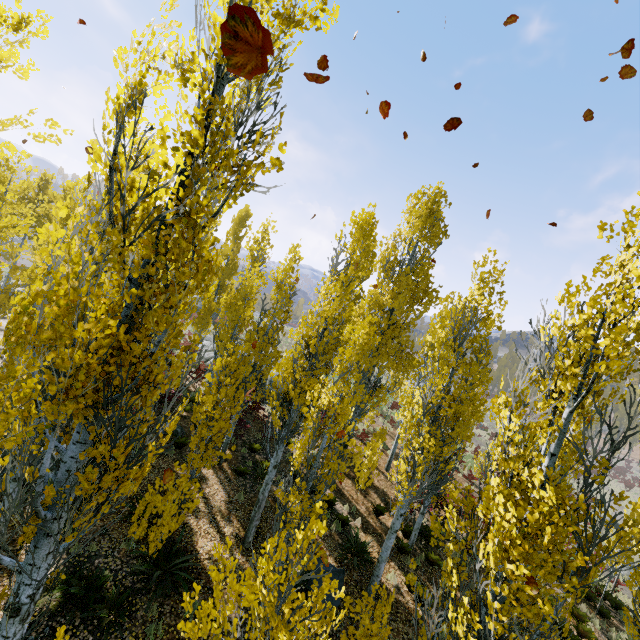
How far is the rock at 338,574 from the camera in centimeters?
900cm

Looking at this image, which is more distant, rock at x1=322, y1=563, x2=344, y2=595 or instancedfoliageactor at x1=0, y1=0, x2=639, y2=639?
rock at x1=322, y1=563, x2=344, y2=595

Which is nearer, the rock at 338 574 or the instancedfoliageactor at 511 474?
the instancedfoliageactor at 511 474

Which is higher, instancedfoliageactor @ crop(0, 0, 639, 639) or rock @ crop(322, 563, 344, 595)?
instancedfoliageactor @ crop(0, 0, 639, 639)

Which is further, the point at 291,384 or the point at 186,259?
the point at 186,259

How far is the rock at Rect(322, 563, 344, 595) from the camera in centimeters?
900cm
